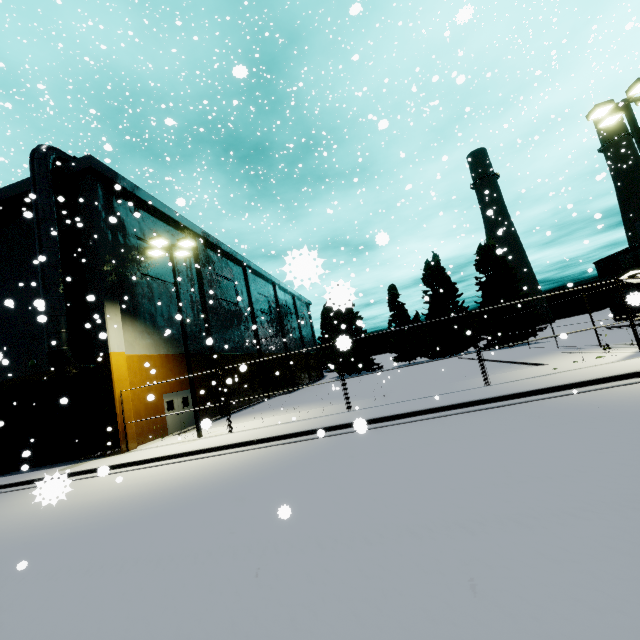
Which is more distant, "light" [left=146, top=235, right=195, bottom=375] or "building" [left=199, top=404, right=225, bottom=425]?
"light" [left=146, top=235, right=195, bottom=375]

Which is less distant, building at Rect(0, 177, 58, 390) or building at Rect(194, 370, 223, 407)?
building at Rect(0, 177, 58, 390)

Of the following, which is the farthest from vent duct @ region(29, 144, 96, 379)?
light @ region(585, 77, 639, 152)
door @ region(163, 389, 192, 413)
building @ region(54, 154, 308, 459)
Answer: light @ region(585, 77, 639, 152)

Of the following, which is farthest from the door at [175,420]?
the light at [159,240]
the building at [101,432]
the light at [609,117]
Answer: the light at [609,117]

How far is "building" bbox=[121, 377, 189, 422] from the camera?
16.3 meters

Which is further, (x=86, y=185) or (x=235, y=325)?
(x=235, y=325)

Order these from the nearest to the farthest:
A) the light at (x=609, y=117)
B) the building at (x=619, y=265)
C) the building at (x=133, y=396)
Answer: the light at (x=609, y=117)
the building at (x=133, y=396)
the building at (x=619, y=265)
